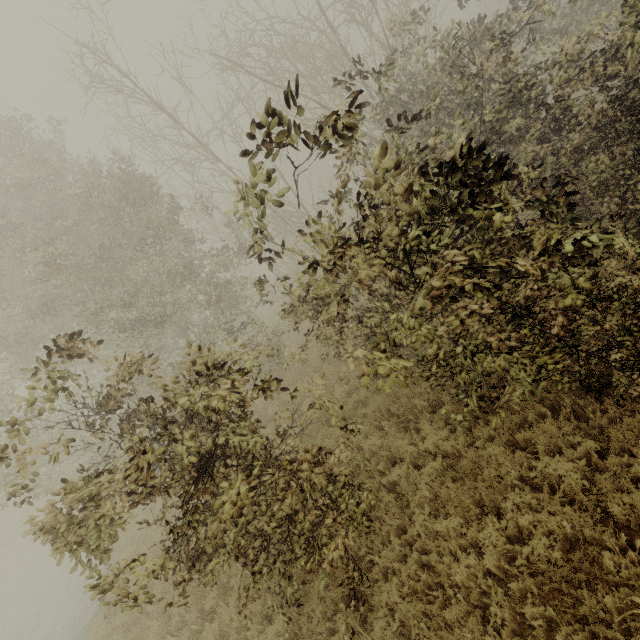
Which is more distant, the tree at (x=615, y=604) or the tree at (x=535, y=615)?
the tree at (x=535, y=615)

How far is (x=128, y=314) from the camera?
9.4 meters

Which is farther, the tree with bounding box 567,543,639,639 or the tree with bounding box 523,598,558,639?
the tree with bounding box 523,598,558,639
